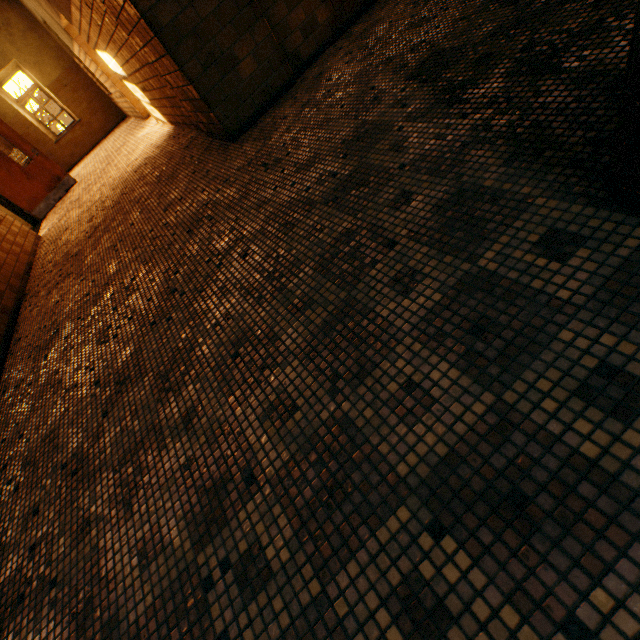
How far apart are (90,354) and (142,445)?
1.41m
